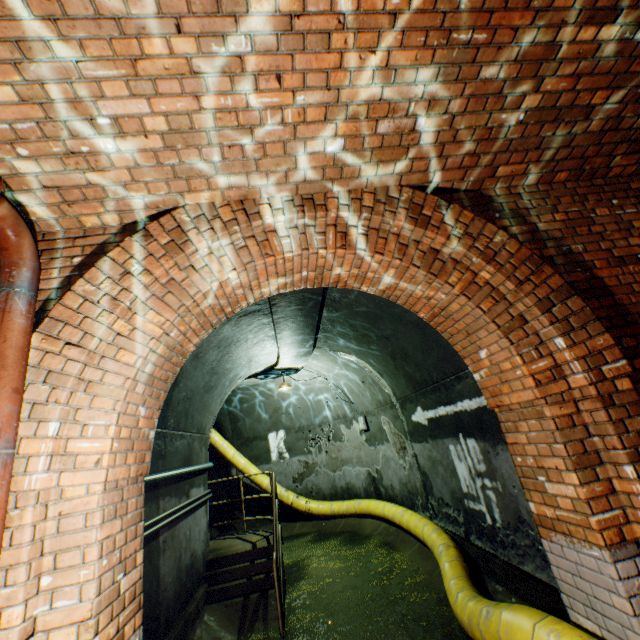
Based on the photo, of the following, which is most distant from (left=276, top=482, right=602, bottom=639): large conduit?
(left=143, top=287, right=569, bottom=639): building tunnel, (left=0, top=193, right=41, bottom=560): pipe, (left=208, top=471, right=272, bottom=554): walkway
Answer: (left=0, top=193, right=41, bottom=560): pipe

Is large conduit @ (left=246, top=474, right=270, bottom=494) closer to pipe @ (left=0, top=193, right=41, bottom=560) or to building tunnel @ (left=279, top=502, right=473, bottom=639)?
building tunnel @ (left=279, top=502, right=473, bottom=639)

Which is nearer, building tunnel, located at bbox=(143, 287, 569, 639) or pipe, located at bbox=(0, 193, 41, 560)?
pipe, located at bbox=(0, 193, 41, 560)

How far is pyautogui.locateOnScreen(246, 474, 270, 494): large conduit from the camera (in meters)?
10.20

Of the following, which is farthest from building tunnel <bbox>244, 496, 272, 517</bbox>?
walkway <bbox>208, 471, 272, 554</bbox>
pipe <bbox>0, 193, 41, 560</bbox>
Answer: pipe <bbox>0, 193, 41, 560</bbox>

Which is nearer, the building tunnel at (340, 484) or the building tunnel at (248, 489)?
the building tunnel at (340, 484)

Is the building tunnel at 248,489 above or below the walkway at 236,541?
above

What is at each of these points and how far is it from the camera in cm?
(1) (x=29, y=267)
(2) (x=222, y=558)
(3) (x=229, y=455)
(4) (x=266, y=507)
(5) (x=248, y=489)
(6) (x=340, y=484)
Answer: (1) pipe, 220
(2) stairs, 610
(3) large conduit, 1022
(4) building tunnel, 1076
(5) building tunnel, 1096
(6) building tunnel, 1026
